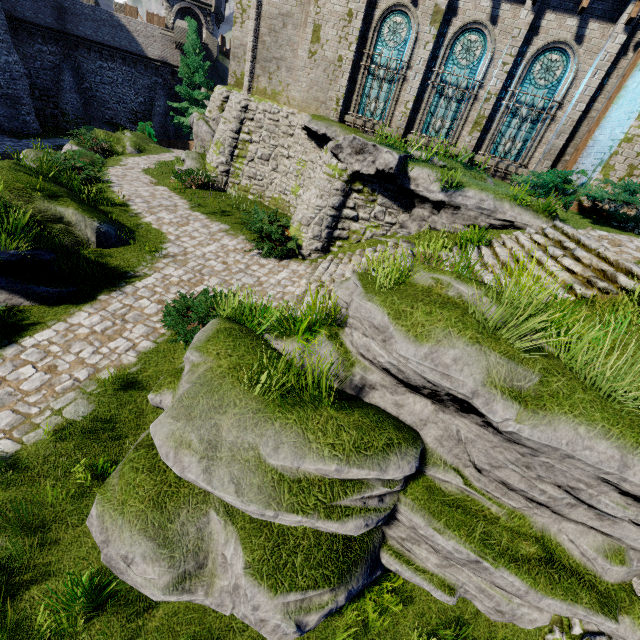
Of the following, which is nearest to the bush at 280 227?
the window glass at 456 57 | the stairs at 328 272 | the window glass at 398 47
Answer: the stairs at 328 272

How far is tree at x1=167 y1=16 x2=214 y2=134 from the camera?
28.0m

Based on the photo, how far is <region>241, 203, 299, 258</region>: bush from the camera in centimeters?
1129cm

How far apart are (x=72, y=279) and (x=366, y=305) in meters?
8.0

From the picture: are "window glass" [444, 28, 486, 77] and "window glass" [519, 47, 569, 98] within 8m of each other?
yes

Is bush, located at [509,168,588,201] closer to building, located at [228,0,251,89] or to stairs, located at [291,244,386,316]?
building, located at [228,0,251,89]

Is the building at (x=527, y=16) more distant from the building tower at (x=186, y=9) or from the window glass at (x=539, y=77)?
the building tower at (x=186, y=9)

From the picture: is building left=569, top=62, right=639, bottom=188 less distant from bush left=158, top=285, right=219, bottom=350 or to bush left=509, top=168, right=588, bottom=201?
bush left=509, top=168, right=588, bottom=201
